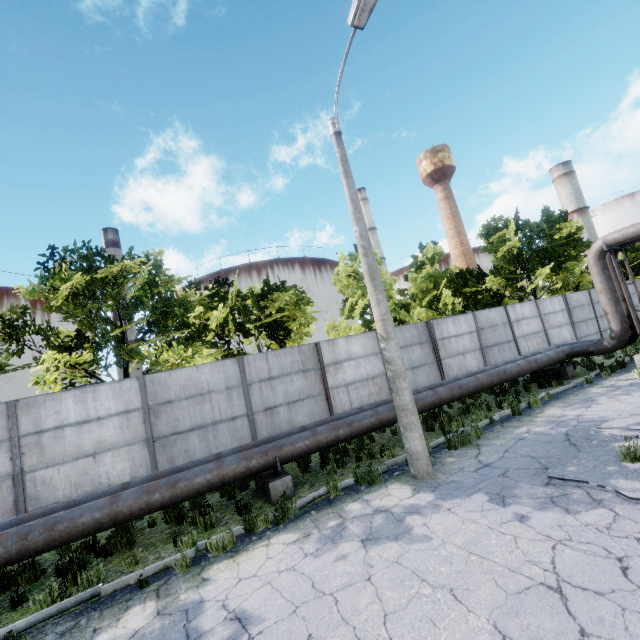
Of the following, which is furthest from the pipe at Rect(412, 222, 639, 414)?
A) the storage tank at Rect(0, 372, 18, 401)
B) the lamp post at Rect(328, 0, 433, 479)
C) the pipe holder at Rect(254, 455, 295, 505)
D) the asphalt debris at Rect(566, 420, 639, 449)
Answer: the storage tank at Rect(0, 372, 18, 401)

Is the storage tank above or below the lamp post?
above

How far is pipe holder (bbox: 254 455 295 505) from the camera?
7.4 meters

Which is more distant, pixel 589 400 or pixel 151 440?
pixel 589 400

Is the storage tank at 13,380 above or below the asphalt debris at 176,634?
above

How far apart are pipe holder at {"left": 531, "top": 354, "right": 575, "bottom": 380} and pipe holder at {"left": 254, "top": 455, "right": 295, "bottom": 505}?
12.4 meters

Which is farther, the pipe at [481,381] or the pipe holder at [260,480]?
the pipe at [481,381]

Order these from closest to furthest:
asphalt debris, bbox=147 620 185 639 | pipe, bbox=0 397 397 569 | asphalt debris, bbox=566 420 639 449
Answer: asphalt debris, bbox=147 620 185 639 < pipe, bbox=0 397 397 569 < asphalt debris, bbox=566 420 639 449
